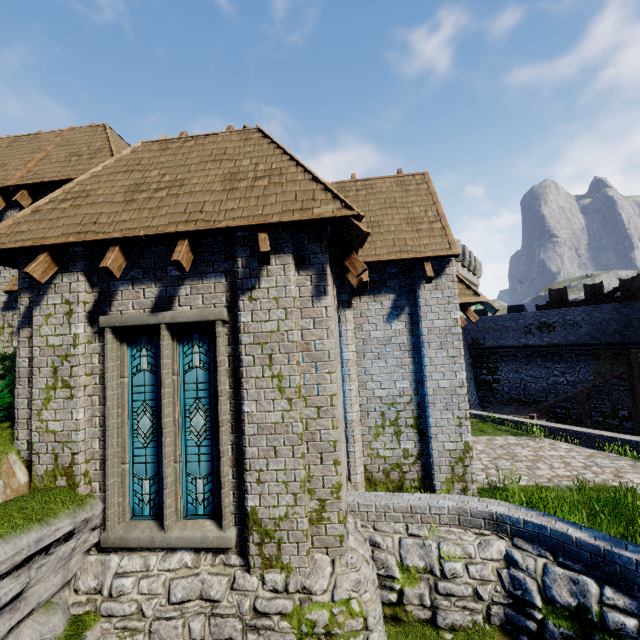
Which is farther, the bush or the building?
the bush

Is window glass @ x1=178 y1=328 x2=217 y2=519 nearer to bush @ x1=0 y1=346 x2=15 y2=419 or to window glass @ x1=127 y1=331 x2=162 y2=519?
window glass @ x1=127 y1=331 x2=162 y2=519

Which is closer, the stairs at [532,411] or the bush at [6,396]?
the bush at [6,396]

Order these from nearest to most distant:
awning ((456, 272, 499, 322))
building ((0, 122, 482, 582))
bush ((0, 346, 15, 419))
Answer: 1. building ((0, 122, 482, 582))
2. bush ((0, 346, 15, 419))
3. awning ((456, 272, 499, 322))

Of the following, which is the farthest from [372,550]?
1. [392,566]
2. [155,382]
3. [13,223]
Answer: [13,223]

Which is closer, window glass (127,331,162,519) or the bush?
window glass (127,331,162,519)

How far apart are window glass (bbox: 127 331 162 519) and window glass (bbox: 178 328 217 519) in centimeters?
20cm

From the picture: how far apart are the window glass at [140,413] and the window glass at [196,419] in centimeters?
20cm
